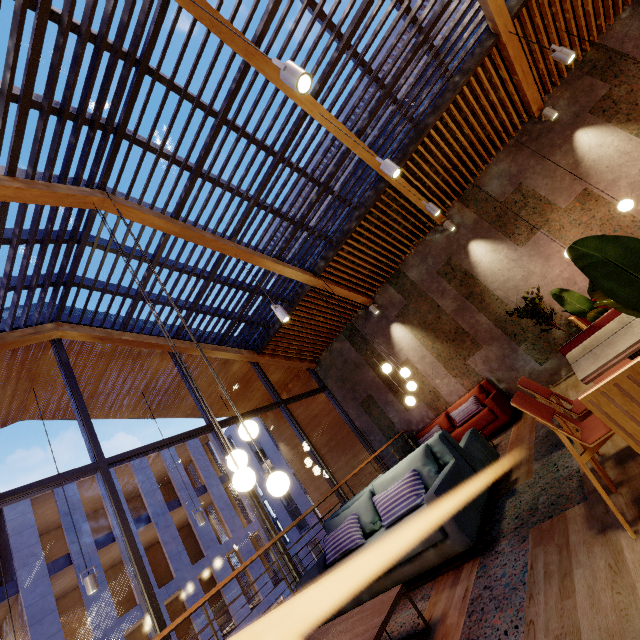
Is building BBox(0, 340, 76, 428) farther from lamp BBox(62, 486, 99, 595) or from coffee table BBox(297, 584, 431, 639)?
coffee table BBox(297, 584, 431, 639)

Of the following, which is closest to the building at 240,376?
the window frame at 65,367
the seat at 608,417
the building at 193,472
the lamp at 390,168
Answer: the window frame at 65,367

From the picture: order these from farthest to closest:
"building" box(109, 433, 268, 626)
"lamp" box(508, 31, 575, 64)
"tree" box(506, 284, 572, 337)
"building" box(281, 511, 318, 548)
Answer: "building" box(281, 511, 318, 548)
"building" box(109, 433, 268, 626)
"tree" box(506, 284, 572, 337)
"lamp" box(508, 31, 575, 64)

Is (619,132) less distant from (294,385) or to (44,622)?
(294,385)

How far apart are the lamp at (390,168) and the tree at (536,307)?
4.0 meters

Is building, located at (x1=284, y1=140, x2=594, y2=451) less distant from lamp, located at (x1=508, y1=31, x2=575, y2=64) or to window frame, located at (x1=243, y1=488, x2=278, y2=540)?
window frame, located at (x1=243, y1=488, x2=278, y2=540)

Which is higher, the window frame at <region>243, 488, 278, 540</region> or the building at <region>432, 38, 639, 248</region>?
the building at <region>432, 38, 639, 248</region>

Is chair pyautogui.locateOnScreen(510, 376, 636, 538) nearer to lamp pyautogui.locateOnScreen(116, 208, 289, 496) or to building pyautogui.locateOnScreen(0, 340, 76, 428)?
lamp pyautogui.locateOnScreen(116, 208, 289, 496)
